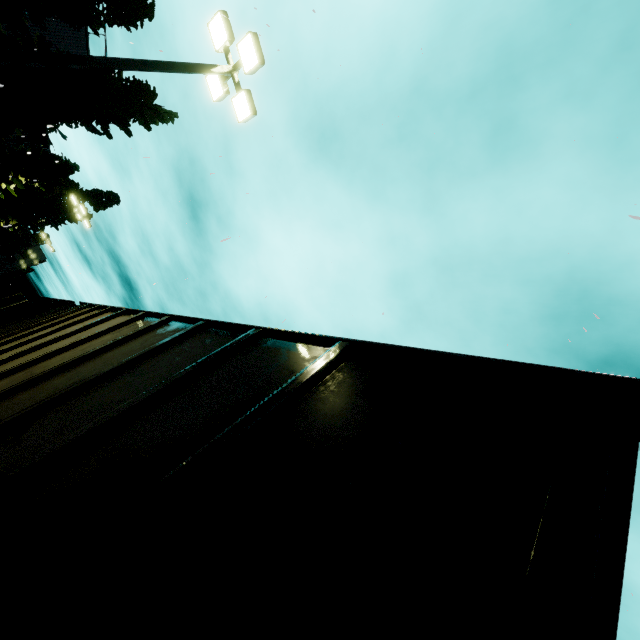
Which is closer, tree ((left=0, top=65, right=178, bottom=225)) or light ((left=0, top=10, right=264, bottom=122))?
light ((left=0, top=10, right=264, bottom=122))

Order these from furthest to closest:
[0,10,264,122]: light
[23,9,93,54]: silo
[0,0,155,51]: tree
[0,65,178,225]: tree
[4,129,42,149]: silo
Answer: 1. [4,129,42,149]: silo
2. [23,9,93,54]: silo
3. [0,65,178,225]: tree
4. [0,0,155,51]: tree
5. [0,10,264,122]: light

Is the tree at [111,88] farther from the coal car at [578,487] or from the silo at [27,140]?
the coal car at [578,487]

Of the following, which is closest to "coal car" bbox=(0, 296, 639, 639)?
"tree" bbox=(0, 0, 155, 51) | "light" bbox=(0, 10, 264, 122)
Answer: "tree" bbox=(0, 0, 155, 51)

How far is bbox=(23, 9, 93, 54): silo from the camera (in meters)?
18.64

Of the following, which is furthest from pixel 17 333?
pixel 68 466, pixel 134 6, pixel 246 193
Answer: pixel 134 6

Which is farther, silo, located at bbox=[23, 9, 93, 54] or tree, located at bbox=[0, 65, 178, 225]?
silo, located at bbox=[23, 9, 93, 54]

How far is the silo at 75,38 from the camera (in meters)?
18.64
